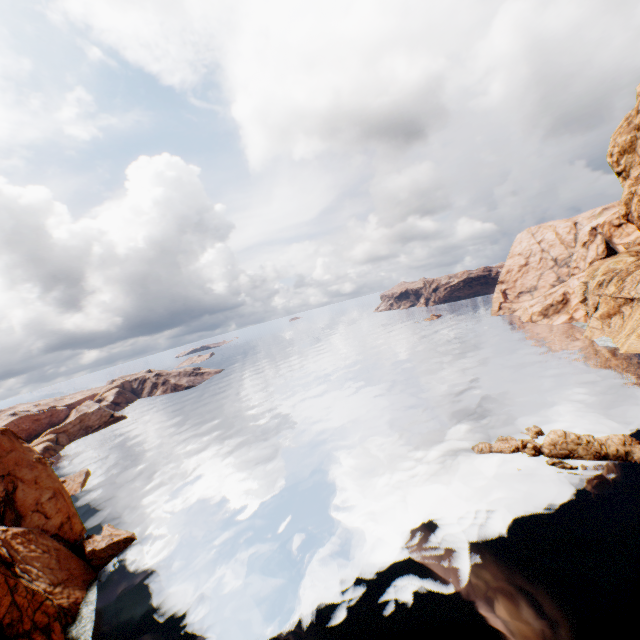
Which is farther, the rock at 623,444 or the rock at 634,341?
the rock at 634,341

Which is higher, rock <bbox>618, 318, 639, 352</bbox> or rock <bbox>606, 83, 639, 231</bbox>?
rock <bbox>606, 83, 639, 231</bbox>

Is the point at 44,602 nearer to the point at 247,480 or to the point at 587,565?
the point at 247,480

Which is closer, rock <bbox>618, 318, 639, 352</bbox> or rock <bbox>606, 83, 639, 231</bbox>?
rock <bbox>606, 83, 639, 231</bbox>

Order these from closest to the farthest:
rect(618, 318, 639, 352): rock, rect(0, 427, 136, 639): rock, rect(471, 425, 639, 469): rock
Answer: rect(0, 427, 136, 639): rock, rect(471, 425, 639, 469): rock, rect(618, 318, 639, 352): rock
